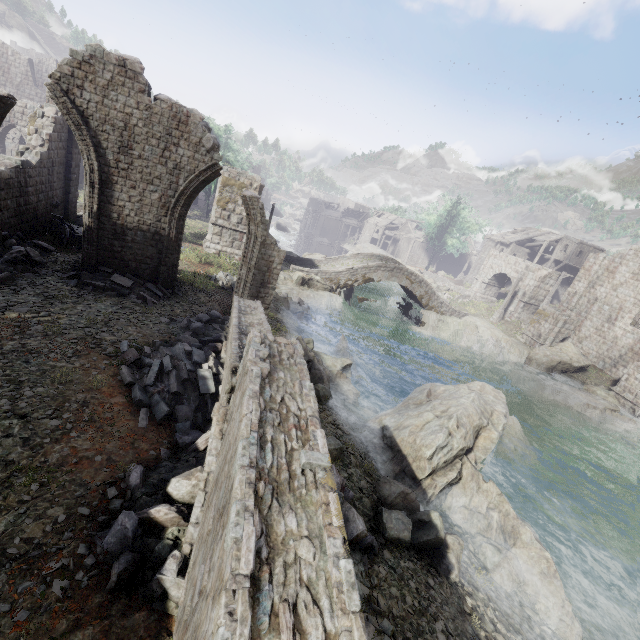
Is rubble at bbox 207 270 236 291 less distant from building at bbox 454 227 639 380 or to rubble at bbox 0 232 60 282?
rubble at bbox 0 232 60 282

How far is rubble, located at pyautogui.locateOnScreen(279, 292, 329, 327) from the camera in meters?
20.9

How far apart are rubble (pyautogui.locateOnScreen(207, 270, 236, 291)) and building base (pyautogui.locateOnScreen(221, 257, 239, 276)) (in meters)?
0.01

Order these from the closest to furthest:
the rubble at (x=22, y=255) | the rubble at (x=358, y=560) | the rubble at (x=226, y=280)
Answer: the rubble at (x=358, y=560), the rubble at (x=22, y=255), the rubble at (x=226, y=280)

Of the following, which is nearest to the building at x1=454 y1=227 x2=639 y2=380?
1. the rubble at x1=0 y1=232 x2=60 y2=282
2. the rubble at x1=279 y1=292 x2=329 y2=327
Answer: the rubble at x1=0 y1=232 x2=60 y2=282

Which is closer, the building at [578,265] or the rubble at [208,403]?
the rubble at [208,403]

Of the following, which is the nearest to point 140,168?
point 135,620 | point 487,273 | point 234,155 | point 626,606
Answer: point 135,620

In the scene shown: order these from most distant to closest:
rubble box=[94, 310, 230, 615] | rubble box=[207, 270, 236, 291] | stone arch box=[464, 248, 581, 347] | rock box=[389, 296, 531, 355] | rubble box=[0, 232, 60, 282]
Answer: rock box=[389, 296, 531, 355] < stone arch box=[464, 248, 581, 347] < rubble box=[207, 270, 236, 291] < rubble box=[0, 232, 60, 282] < rubble box=[94, 310, 230, 615]
